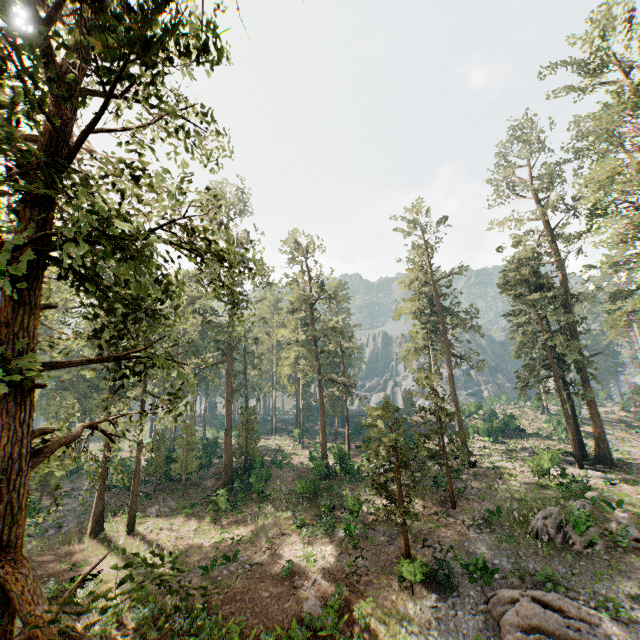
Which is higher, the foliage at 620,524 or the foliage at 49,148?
the foliage at 49,148

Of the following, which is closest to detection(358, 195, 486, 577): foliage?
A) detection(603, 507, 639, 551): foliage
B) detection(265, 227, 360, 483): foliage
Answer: detection(603, 507, 639, 551): foliage

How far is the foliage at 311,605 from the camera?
15.5m

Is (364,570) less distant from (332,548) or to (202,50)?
(332,548)

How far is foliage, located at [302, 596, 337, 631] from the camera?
15.5 meters

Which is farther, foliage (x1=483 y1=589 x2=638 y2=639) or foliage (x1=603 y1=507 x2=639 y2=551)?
foliage (x1=603 y1=507 x2=639 y2=551)

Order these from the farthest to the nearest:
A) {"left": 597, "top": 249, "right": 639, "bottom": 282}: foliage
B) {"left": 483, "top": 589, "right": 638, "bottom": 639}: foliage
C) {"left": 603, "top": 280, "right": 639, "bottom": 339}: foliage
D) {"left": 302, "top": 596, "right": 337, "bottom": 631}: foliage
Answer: {"left": 603, "top": 280, "right": 639, "bottom": 339}: foliage → {"left": 597, "top": 249, "right": 639, "bottom": 282}: foliage → {"left": 302, "top": 596, "right": 337, "bottom": 631}: foliage → {"left": 483, "top": 589, "right": 638, "bottom": 639}: foliage
